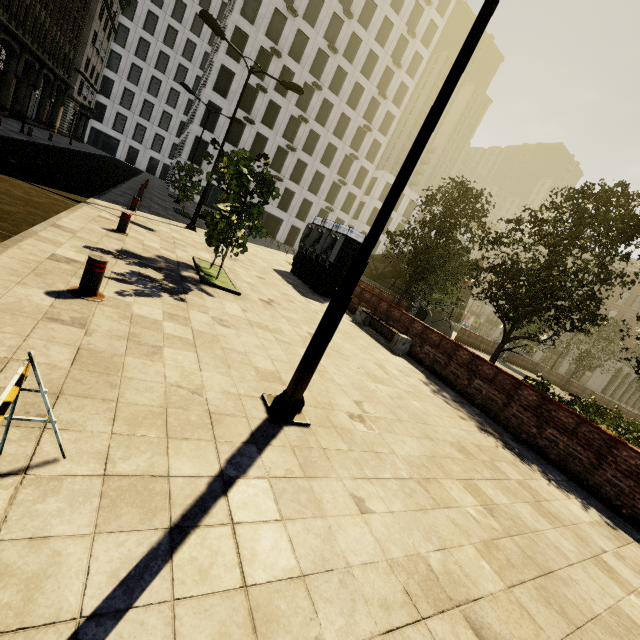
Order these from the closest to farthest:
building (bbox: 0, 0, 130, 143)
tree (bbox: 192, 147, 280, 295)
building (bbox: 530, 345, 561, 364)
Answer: tree (bbox: 192, 147, 280, 295) → building (bbox: 0, 0, 130, 143) → building (bbox: 530, 345, 561, 364)

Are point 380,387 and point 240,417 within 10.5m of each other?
yes

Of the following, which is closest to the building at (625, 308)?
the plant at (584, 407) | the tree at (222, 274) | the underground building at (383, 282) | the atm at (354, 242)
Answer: the tree at (222, 274)

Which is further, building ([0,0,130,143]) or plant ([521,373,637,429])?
building ([0,0,130,143])

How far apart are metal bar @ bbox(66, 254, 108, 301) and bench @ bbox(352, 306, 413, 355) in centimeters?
812cm

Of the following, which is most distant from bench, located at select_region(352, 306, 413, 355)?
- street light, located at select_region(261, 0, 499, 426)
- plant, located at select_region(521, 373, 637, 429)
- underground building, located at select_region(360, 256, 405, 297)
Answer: underground building, located at select_region(360, 256, 405, 297)

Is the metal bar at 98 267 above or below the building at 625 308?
below

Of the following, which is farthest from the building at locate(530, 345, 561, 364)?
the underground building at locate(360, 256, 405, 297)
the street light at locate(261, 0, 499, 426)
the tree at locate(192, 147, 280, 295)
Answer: the underground building at locate(360, 256, 405, 297)
